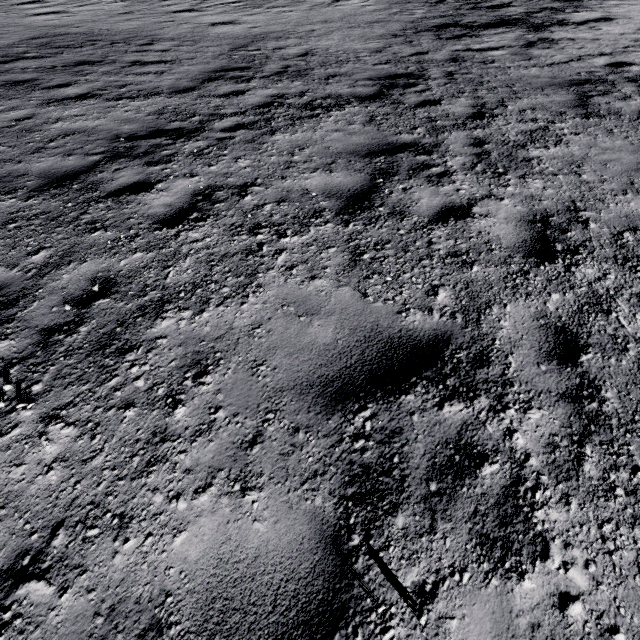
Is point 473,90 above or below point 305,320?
below
